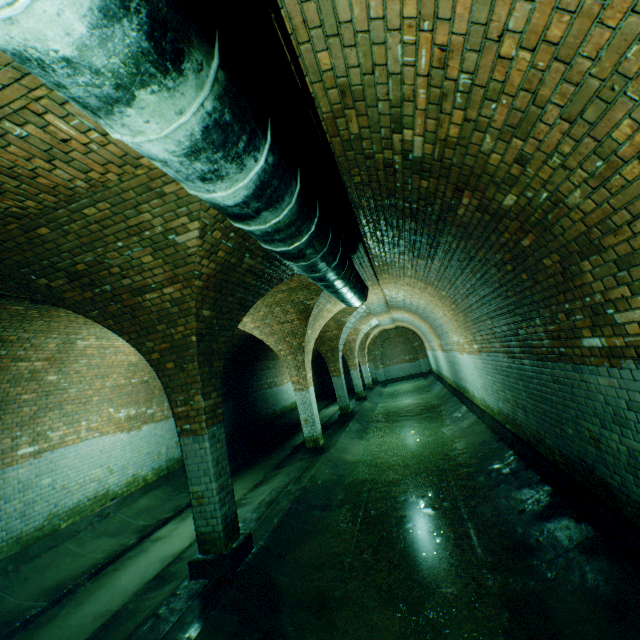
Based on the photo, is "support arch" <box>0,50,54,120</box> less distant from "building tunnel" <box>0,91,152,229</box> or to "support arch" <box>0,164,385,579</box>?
"building tunnel" <box>0,91,152,229</box>

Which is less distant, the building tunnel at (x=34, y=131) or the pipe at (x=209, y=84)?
the pipe at (x=209, y=84)

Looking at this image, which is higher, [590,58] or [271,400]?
[590,58]

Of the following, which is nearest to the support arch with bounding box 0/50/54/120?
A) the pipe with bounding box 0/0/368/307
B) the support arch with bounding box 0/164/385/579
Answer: the pipe with bounding box 0/0/368/307

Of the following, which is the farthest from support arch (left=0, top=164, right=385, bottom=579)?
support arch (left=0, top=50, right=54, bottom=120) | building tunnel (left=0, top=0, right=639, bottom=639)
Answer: support arch (left=0, top=50, right=54, bottom=120)

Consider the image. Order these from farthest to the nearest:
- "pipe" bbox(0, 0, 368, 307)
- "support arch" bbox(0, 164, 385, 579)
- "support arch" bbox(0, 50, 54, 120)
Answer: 1. "support arch" bbox(0, 164, 385, 579)
2. "support arch" bbox(0, 50, 54, 120)
3. "pipe" bbox(0, 0, 368, 307)

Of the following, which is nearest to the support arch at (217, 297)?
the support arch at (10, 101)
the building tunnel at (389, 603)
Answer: the building tunnel at (389, 603)

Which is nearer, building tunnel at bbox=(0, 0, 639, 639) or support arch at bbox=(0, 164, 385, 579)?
building tunnel at bbox=(0, 0, 639, 639)
